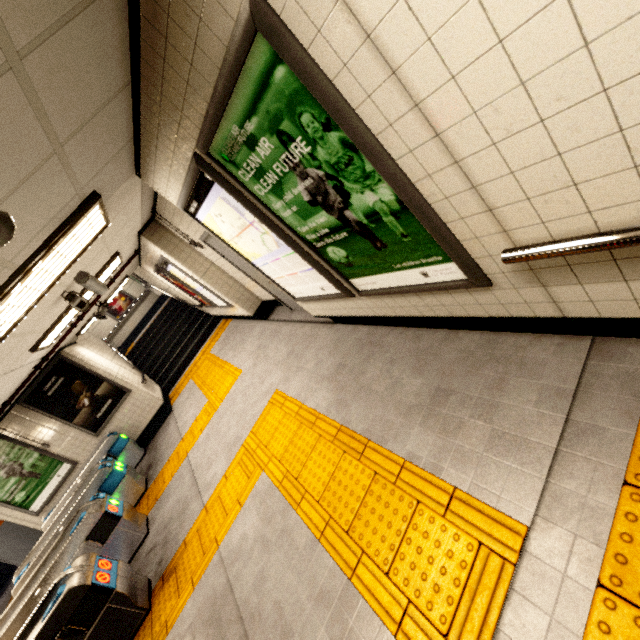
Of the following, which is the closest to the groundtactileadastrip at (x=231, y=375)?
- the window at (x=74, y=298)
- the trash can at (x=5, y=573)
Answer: the trash can at (x=5, y=573)

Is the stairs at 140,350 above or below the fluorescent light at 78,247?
below

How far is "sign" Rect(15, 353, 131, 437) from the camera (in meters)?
7.25

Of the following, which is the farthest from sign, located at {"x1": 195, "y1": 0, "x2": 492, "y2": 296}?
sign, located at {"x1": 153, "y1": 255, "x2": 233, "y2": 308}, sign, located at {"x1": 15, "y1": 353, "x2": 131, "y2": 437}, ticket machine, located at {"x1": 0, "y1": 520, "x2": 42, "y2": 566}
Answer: ticket machine, located at {"x1": 0, "y1": 520, "x2": 42, "y2": 566}

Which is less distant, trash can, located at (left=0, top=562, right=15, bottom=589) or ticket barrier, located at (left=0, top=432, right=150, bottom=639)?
ticket barrier, located at (left=0, top=432, right=150, bottom=639)

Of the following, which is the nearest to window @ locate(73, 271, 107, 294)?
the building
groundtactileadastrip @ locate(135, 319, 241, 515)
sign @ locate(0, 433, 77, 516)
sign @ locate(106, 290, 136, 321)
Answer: groundtactileadastrip @ locate(135, 319, 241, 515)

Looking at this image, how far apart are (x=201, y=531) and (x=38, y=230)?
3.74m

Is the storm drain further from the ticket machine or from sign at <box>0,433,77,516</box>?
the ticket machine
